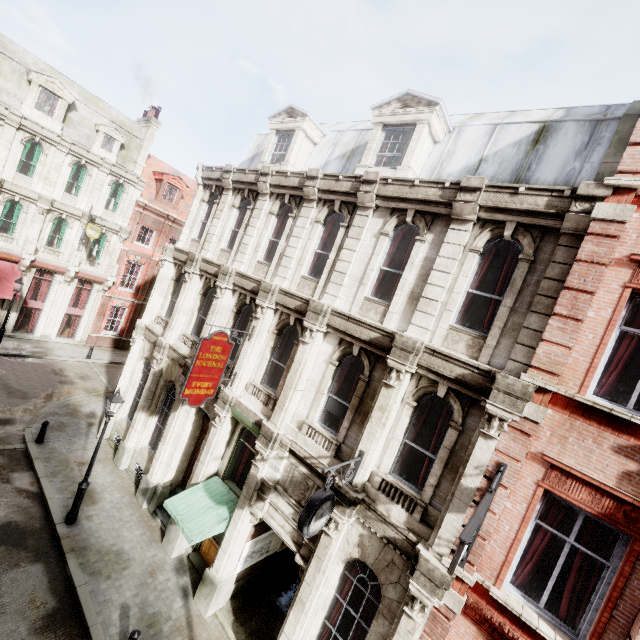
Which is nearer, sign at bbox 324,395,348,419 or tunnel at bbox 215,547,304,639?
sign at bbox 324,395,348,419

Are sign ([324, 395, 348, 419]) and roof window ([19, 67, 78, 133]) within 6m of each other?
no

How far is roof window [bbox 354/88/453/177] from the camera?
9.86m

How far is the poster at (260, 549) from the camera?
10.4m

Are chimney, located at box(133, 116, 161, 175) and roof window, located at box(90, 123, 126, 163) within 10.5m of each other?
yes

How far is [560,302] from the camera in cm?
617

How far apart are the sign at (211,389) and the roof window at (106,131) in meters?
22.6

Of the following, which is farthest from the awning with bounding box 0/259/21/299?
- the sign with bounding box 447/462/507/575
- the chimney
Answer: the sign with bounding box 447/462/507/575
